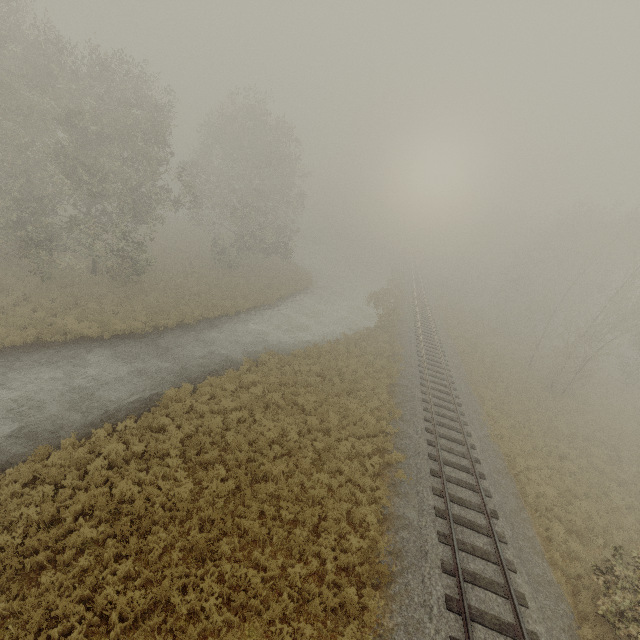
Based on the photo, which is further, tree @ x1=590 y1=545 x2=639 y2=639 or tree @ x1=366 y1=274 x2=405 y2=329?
tree @ x1=366 y1=274 x2=405 y2=329

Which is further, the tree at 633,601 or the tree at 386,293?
the tree at 386,293

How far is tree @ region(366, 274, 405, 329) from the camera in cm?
3167

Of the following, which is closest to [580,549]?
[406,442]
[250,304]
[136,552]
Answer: [406,442]

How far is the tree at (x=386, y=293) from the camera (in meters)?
31.67
